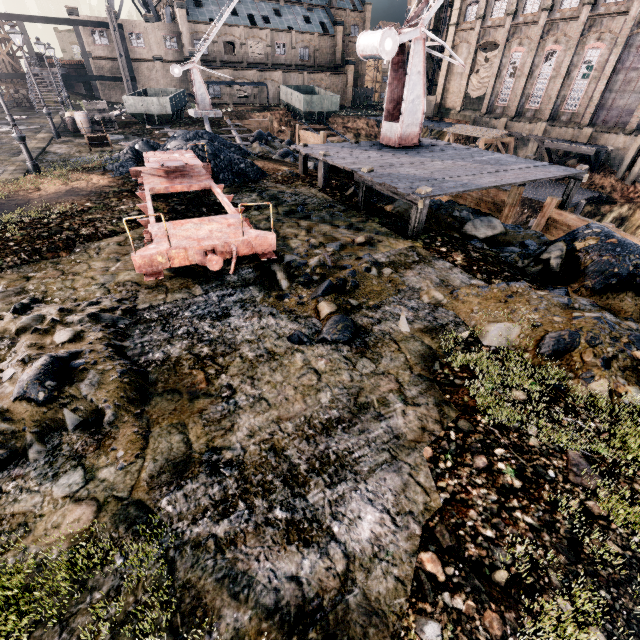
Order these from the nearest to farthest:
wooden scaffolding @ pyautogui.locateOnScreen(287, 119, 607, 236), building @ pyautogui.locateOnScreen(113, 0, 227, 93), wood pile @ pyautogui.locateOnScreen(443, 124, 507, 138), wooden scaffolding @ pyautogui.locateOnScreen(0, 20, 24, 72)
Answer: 1. wooden scaffolding @ pyautogui.locateOnScreen(287, 119, 607, 236)
2. wood pile @ pyautogui.locateOnScreen(443, 124, 507, 138)
3. wooden scaffolding @ pyautogui.locateOnScreen(0, 20, 24, 72)
4. building @ pyautogui.locateOnScreen(113, 0, 227, 93)

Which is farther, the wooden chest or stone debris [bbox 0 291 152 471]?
the wooden chest

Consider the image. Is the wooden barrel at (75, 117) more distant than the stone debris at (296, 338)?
Yes

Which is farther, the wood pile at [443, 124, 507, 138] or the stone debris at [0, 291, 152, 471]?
the wood pile at [443, 124, 507, 138]

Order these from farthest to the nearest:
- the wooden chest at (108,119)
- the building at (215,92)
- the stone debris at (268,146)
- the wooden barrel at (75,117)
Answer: the building at (215,92) < the wooden chest at (108,119) < the wooden barrel at (75,117) < the stone debris at (268,146)

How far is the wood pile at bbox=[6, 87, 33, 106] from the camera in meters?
38.6

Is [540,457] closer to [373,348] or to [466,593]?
[466,593]

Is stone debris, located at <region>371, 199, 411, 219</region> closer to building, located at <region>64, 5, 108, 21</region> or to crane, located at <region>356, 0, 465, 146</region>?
crane, located at <region>356, 0, 465, 146</region>
